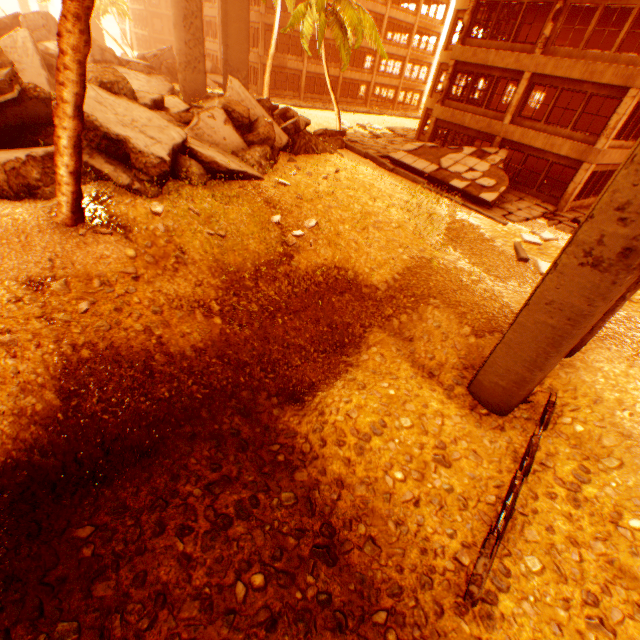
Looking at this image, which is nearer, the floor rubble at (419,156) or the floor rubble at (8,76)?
the floor rubble at (8,76)

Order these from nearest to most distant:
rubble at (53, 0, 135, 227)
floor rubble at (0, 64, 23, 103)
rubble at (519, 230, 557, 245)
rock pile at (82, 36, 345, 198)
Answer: rubble at (53, 0, 135, 227), floor rubble at (0, 64, 23, 103), rock pile at (82, 36, 345, 198), rubble at (519, 230, 557, 245)

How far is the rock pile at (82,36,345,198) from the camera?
8.2m

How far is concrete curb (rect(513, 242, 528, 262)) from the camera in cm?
1261

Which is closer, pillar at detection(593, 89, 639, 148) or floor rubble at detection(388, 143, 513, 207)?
pillar at detection(593, 89, 639, 148)

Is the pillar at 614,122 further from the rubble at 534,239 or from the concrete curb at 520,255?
the rubble at 534,239

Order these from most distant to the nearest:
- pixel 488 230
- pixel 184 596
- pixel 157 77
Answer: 1. pixel 157 77
2. pixel 488 230
3. pixel 184 596

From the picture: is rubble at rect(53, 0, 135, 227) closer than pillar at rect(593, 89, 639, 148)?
Yes
